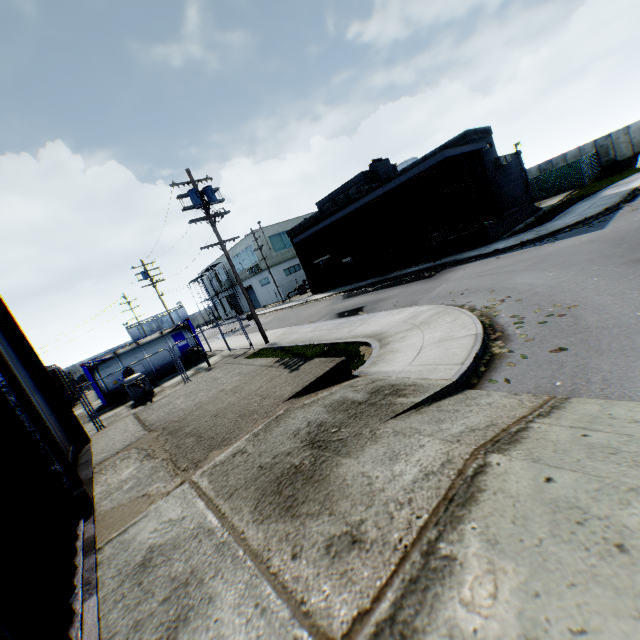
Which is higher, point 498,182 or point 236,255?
point 236,255

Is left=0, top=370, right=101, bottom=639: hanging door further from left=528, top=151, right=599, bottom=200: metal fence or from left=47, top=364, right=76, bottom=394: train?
left=47, top=364, right=76, bottom=394: train

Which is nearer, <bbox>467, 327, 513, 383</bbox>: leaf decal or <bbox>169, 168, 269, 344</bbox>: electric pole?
<bbox>467, 327, 513, 383</bbox>: leaf decal

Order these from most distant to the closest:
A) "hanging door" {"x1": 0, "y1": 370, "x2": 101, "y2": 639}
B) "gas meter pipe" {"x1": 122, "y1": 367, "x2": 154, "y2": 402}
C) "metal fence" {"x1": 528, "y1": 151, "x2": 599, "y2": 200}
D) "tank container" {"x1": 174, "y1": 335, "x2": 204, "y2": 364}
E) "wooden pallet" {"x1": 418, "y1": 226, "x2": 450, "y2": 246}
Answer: "metal fence" {"x1": 528, "y1": 151, "x2": 599, "y2": 200}, "tank container" {"x1": 174, "y1": 335, "x2": 204, "y2": 364}, "wooden pallet" {"x1": 418, "y1": 226, "x2": 450, "y2": 246}, "gas meter pipe" {"x1": 122, "y1": 367, "x2": 154, "y2": 402}, "hanging door" {"x1": 0, "y1": 370, "x2": 101, "y2": 639}

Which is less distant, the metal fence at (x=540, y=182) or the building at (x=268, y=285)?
the metal fence at (x=540, y=182)

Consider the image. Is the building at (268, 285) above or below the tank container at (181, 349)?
above

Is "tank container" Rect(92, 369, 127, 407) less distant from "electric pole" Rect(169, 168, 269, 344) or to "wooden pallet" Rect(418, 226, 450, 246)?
"electric pole" Rect(169, 168, 269, 344)

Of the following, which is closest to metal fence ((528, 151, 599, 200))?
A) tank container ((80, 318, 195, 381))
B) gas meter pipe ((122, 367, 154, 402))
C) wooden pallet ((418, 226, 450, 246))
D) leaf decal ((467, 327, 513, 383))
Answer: tank container ((80, 318, 195, 381))
